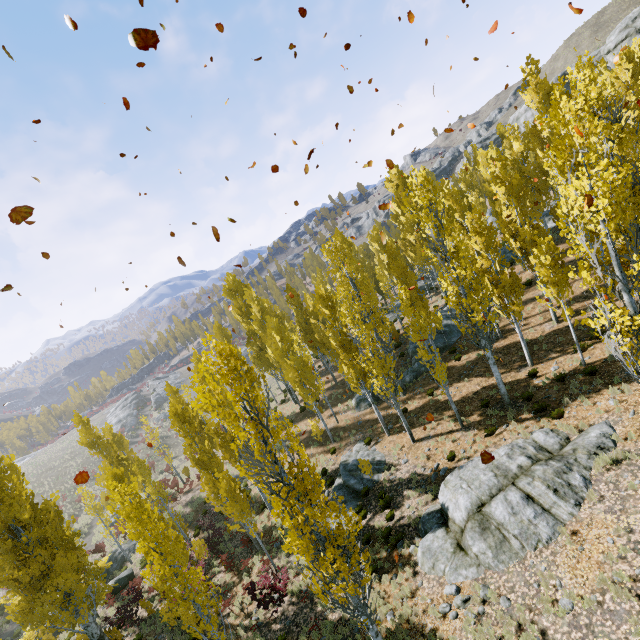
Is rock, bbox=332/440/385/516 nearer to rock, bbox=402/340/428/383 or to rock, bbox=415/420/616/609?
rock, bbox=402/340/428/383

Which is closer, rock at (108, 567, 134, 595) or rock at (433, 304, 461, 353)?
rock at (108, 567, 134, 595)

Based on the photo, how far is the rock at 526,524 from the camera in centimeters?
984cm

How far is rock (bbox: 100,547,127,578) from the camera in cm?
2714

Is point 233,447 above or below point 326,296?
below

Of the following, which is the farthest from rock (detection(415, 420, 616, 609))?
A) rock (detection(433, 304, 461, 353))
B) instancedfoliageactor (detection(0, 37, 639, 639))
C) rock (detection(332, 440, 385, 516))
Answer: rock (detection(433, 304, 461, 353))

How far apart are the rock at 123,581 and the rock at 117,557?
2.1 meters

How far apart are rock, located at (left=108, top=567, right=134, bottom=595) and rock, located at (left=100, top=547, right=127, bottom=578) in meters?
2.1
